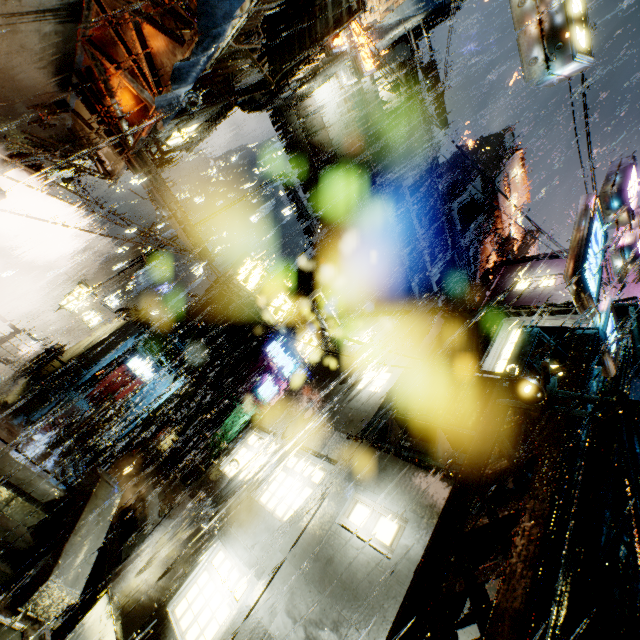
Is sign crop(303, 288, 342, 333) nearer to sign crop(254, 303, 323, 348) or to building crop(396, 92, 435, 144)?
building crop(396, 92, 435, 144)

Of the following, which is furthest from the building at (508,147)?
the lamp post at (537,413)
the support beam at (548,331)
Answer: the lamp post at (537,413)

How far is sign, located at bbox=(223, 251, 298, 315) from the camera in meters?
12.3 m

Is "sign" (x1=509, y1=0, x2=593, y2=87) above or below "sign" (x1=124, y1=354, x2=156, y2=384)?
above

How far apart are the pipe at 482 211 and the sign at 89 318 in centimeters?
4417cm

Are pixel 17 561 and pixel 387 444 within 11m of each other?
yes

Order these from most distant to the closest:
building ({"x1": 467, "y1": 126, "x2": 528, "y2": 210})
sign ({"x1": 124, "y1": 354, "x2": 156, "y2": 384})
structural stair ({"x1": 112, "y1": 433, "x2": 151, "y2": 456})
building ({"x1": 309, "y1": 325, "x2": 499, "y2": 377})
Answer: building ({"x1": 467, "y1": 126, "x2": 528, "y2": 210}) < sign ({"x1": 124, "y1": 354, "x2": 156, "y2": 384}) < structural stair ({"x1": 112, "y1": 433, "x2": 151, "y2": 456}) < building ({"x1": 309, "y1": 325, "x2": 499, "y2": 377})

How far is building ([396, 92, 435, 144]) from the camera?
23.3m
